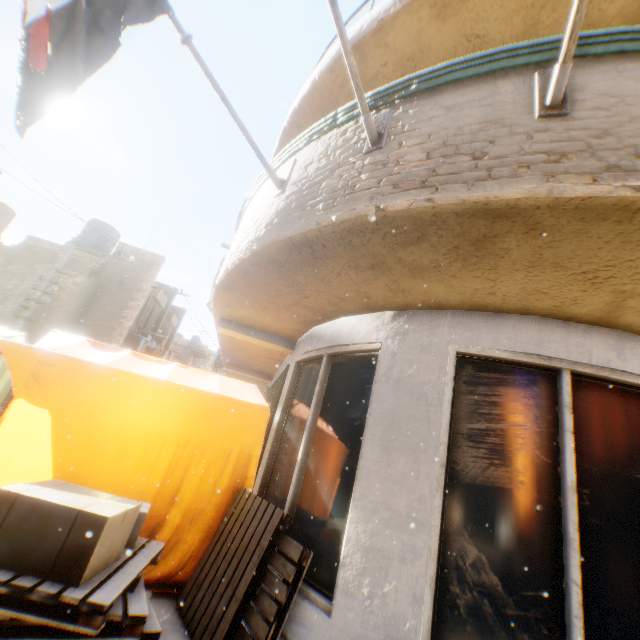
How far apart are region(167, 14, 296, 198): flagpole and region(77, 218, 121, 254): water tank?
17.1 meters

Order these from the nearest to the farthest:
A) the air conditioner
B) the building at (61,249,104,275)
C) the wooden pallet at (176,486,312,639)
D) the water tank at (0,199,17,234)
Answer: the wooden pallet at (176,486,312,639)
the building at (61,249,104,275)
the water tank at (0,199,17,234)
the air conditioner

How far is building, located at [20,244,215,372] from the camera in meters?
12.2 m

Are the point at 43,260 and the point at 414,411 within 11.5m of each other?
no

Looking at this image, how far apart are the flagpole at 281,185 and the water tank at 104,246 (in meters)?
17.10

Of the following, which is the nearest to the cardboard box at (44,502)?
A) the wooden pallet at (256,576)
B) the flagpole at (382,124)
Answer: the wooden pallet at (256,576)

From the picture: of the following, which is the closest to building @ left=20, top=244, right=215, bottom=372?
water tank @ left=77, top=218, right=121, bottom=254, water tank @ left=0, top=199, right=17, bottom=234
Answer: water tank @ left=0, top=199, right=17, bottom=234

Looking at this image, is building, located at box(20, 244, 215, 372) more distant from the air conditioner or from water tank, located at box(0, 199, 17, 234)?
water tank, located at box(0, 199, 17, 234)
